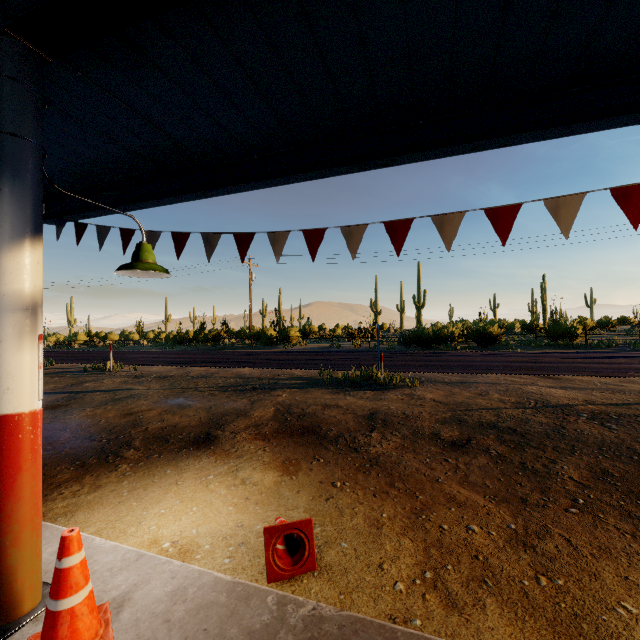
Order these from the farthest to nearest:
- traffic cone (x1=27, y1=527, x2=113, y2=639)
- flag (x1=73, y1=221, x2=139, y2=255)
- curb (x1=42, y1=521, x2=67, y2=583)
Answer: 1. flag (x1=73, y1=221, x2=139, y2=255)
2. curb (x1=42, y1=521, x2=67, y2=583)
3. traffic cone (x1=27, y1=527, x2=113, y2=639)

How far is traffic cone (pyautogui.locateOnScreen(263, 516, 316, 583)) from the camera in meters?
2.7

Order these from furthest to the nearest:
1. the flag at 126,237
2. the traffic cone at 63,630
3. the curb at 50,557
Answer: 1. the flag at 126,237
2. the curb at 50,557
3. the traffic cone at 63,630

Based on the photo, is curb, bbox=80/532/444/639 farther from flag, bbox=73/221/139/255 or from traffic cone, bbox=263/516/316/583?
flag, bbox=73/221/139/255

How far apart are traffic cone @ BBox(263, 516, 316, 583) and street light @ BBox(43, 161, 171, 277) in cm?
253

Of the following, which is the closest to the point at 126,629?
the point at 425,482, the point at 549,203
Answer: the point at 425,482

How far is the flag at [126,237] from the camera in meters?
4.8

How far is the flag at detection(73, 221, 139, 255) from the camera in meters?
4.8 m
